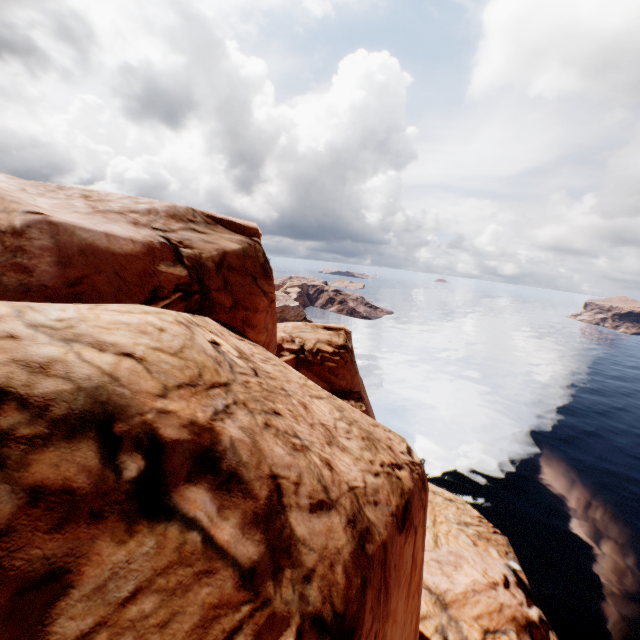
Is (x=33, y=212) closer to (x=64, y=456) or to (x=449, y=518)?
(x=64, y=456)
